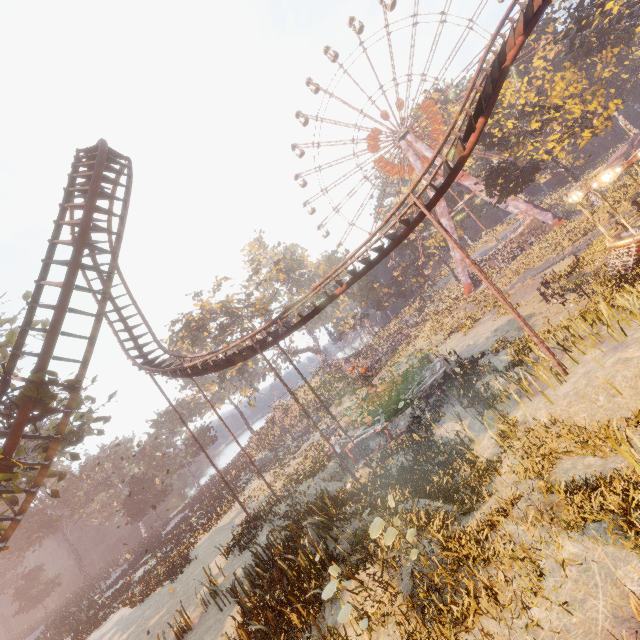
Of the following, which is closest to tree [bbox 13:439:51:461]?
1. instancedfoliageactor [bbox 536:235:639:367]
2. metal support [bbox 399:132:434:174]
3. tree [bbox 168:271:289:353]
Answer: instancedfoliageactor [bbox 536:235:639:367]

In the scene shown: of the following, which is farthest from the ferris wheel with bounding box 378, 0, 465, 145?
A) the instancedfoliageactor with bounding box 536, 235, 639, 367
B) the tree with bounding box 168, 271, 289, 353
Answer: the tree with bounding box 168, 271, 289, 353

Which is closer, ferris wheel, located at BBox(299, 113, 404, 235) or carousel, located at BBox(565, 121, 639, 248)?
carousel, located at BBox(565, 121, 639, 248)

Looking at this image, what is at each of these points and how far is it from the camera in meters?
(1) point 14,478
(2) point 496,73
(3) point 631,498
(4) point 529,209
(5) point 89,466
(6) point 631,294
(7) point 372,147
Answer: (1) tree, 10.0 m
(2) roller coaster, 13.3 m
(3) instancedfoliageactor, 5.5 m
(4) metal support, 45.5 m
(5) instancedfoliageactor, 54.7 m
(6) instancedfoliageactor, 12.2 m
(7) ferris wheel, 55.9 m

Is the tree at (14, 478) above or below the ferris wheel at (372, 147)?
below

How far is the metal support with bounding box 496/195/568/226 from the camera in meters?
44.4 m

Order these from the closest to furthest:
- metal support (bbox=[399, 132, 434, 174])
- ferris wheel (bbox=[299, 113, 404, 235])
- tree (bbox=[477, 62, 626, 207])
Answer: tree (bbox=[477, 62, 626, 207]), metal support (bbox=[399, 132, 434, 174]), ferris wheel (bbox=[299, 113, 404, 235])

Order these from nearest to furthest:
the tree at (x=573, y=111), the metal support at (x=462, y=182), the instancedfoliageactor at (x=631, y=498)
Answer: the instancedfoliageactor at (x=631, y=498), the tree at (x=573, y=111), the metal support at (x=462, y=182)
